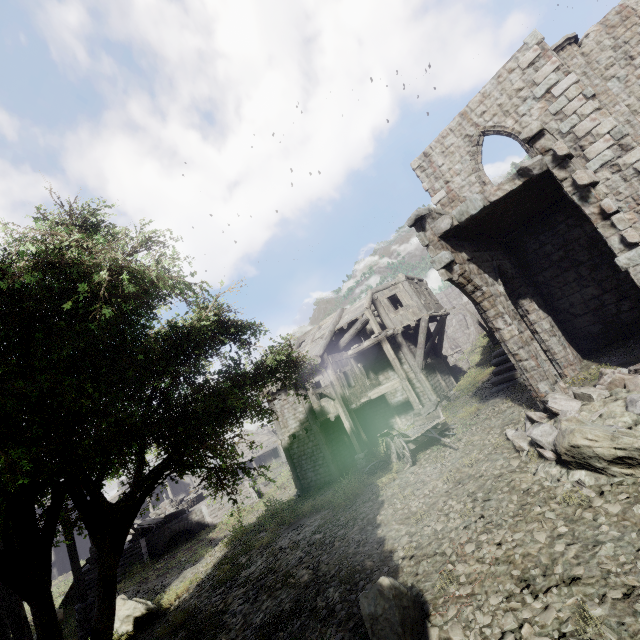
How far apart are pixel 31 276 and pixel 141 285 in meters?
1.7 m

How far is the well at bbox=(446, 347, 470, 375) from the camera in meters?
29.3

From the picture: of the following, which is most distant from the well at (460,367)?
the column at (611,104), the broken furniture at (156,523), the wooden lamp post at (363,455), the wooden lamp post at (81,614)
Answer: the wooden lamp post at (81,614)

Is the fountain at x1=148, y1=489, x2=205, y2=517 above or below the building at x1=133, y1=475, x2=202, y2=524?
below

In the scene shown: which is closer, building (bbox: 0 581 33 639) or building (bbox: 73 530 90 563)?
building (bbox: 0 581 33 639)

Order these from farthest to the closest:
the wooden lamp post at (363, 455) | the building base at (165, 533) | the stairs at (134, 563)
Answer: the building base at (165, 533) → the stairs at (134, 563) → the wooden lamp post at (363, 455)

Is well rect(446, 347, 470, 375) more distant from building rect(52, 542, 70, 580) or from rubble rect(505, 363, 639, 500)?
rubble rect(505, 363, 639, 500)

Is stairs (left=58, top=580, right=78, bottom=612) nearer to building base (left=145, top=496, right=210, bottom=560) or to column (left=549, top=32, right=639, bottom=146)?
building base (left=145, top=496, right=210, bottom=560)
